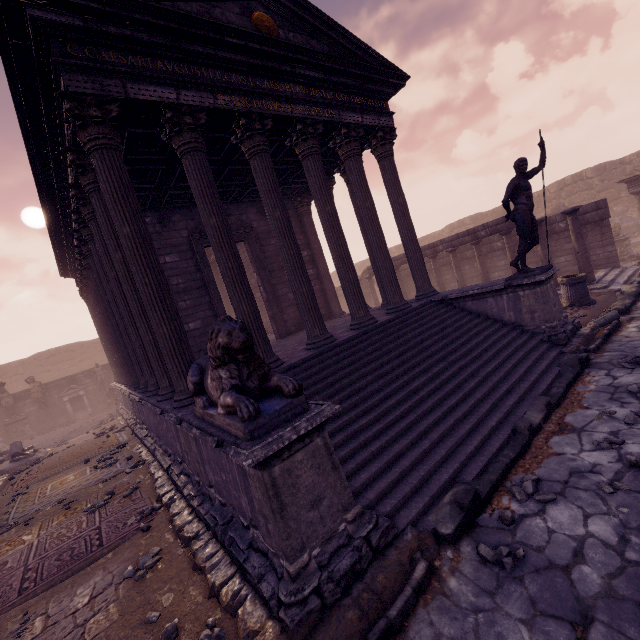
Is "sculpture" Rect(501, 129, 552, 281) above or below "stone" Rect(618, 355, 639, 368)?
above

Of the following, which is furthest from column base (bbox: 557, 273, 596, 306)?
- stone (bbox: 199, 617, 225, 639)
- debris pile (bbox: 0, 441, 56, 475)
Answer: debris pile (bbox: 0, 441, 56, 475)

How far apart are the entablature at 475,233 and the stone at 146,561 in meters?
13.9 m

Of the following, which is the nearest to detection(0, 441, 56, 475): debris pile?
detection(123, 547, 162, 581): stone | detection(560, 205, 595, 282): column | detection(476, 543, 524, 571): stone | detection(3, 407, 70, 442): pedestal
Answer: detection(3, 407, 70, 442): pedestal

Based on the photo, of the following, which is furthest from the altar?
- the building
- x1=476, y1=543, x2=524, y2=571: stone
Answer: x1=476, y1=543, x2=524, y2=571: stone

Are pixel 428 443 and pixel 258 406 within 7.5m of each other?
yes

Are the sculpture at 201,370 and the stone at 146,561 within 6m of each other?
yes

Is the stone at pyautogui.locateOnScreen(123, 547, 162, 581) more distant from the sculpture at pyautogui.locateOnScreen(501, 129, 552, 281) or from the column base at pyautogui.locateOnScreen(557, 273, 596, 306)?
the column base at pyautogui.locateOnScreen(557, 273, 596, 306)
